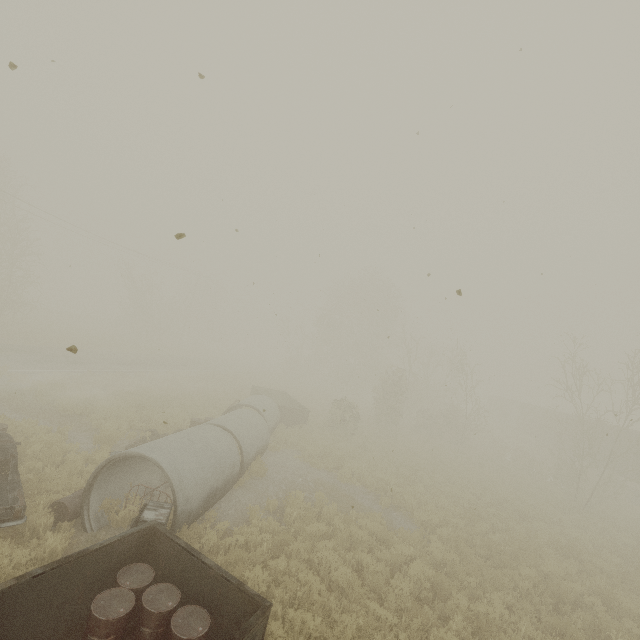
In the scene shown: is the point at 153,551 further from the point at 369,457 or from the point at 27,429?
the point at 369,457

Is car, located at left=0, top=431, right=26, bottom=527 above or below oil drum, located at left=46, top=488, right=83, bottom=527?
above

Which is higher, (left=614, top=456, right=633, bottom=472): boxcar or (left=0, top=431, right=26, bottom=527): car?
(left=614, top=456, right=633, bottom=472): boxcar

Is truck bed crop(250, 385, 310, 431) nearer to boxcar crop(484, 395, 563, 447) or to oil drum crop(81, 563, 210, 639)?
oil drum crop(81, 563, 210, 639)

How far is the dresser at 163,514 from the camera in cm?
643

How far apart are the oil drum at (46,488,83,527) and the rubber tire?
3.73m

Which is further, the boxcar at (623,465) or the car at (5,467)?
the boxcar at (623,465)

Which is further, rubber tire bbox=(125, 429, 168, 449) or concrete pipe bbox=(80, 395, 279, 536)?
rubber tire bbox=(125, 429, 168, 449)
